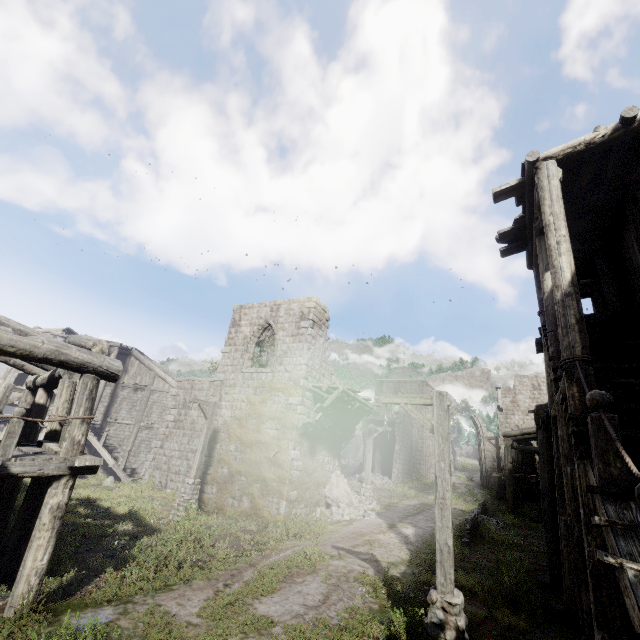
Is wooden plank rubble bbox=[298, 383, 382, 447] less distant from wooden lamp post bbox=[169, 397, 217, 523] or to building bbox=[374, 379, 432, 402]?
building bbox=[374, 379, 432, 402]

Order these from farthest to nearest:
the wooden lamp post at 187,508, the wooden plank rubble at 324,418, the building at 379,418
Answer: the building at 379,418 < the wooden plank rubble at 324,418 < the wooden lamp post at 187,508

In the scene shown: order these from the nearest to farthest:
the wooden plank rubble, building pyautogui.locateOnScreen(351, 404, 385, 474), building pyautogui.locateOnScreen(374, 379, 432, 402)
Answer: the wooden plank rubble
building pyautogui.locateOnScreen(351, 404, 385, 474)
building pyautogui.locateOnScreen(374, 379, 432, 402)

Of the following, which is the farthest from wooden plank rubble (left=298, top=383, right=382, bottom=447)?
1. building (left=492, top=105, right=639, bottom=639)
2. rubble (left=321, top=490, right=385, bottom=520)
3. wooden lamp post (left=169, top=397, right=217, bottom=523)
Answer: wooden lamp post (left=169, top=397, right=217, bottom=523)

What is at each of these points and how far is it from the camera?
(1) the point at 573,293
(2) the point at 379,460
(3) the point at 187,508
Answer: (1) building, 6.22m
(2) building, 34.78m
(3) wooden lamp post, 14.13m

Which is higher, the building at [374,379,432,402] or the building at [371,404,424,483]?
the building at [374,379,432,402]

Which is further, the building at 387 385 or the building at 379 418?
the building at 387 385

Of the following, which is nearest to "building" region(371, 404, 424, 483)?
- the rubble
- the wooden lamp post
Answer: the rubble
